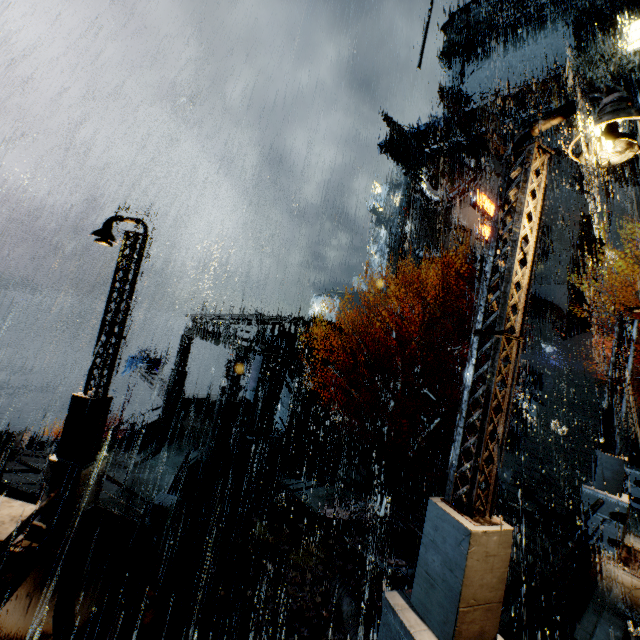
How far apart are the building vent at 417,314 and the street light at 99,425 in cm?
3559

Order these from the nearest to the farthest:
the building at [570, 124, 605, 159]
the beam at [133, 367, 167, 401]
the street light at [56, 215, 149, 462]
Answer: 1. the street light at [56, 215, 149, 462]
2. the beam at [133, 367, 167, 401]
3. the building at [570, 124, 605, 159]

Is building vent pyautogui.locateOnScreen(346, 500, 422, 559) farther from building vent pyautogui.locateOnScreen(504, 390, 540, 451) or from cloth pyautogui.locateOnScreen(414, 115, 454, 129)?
cloth pyautogui.locateOnScreen(414, 115, 454, 129)

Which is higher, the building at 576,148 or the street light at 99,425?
the building at 576,148

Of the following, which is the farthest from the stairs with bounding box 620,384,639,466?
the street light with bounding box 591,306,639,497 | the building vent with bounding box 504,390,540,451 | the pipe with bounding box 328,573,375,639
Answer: the street light with bounding box 591,306,639,497

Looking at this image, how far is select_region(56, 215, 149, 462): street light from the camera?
7.41m

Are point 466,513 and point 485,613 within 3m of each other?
yes

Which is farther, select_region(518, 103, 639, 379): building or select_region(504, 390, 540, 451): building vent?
select_region(518, 103, 639, 379): building
